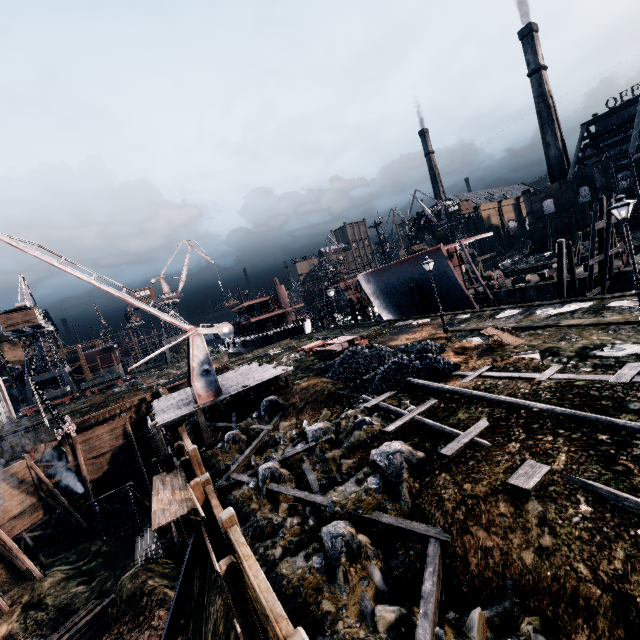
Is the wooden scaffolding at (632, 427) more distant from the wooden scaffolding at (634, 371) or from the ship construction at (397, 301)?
the ship construction at (397, 301)

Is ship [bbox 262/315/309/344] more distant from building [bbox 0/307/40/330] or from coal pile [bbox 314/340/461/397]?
building [bbox 0/307/40/330]

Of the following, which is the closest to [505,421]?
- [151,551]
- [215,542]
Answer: [215,542]

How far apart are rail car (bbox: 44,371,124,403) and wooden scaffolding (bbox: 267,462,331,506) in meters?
58.0 m

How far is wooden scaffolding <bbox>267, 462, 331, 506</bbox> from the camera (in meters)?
10.21

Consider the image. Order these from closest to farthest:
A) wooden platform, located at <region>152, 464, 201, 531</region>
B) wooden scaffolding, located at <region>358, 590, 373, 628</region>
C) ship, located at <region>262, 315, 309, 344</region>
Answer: wooden scaffolding, located at <region>358, 590, 373, 628</region>
wooden platform, located at <region>152, 464, 201, 531</region>
ship, located at <region>262, 315, 309, 344</region>

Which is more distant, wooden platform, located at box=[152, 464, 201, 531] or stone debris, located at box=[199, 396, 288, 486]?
stone debris, located at box=[199, 396, 288, 486]

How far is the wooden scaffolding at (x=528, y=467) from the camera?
6.73m
